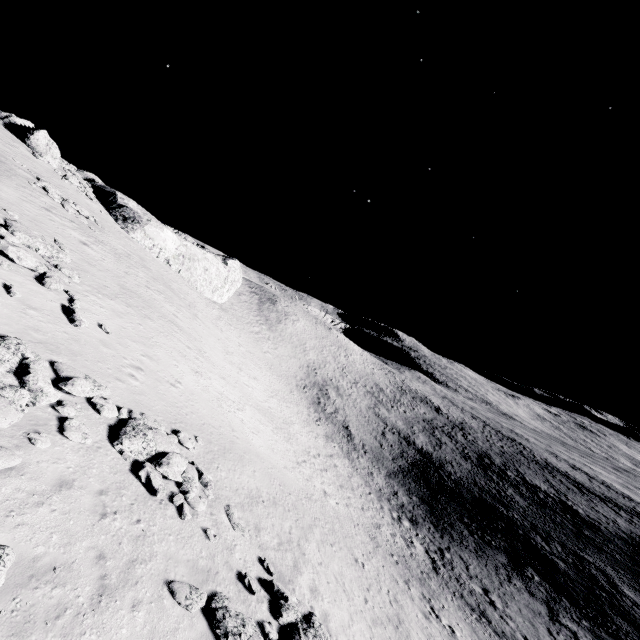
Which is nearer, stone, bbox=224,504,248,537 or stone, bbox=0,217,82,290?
stone, bbox=224,504,248,537

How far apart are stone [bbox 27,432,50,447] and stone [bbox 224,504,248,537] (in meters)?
6.72

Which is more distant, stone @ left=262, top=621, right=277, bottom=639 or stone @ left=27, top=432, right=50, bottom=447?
stone @ left=262, top=621, right=277, bottom=639

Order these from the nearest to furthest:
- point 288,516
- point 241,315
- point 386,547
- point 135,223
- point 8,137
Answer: point 288,516
point 386,547
point 8,137
point 135,223
point 241,315

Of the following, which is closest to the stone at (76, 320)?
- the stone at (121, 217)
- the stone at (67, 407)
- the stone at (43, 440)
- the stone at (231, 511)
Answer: the stone at (67, 407)

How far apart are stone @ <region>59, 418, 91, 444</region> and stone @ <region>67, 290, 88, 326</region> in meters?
5.1

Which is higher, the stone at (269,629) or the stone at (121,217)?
the stone at (121,217)

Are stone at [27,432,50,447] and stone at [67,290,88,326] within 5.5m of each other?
no
